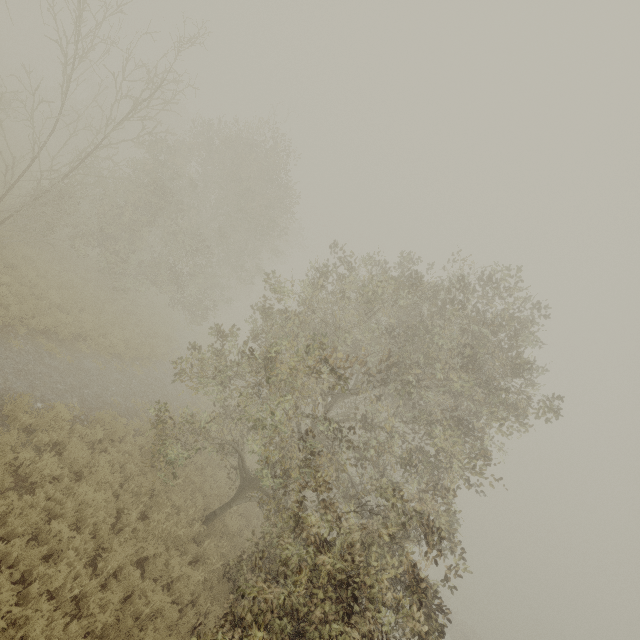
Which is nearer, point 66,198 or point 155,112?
point 66,198
